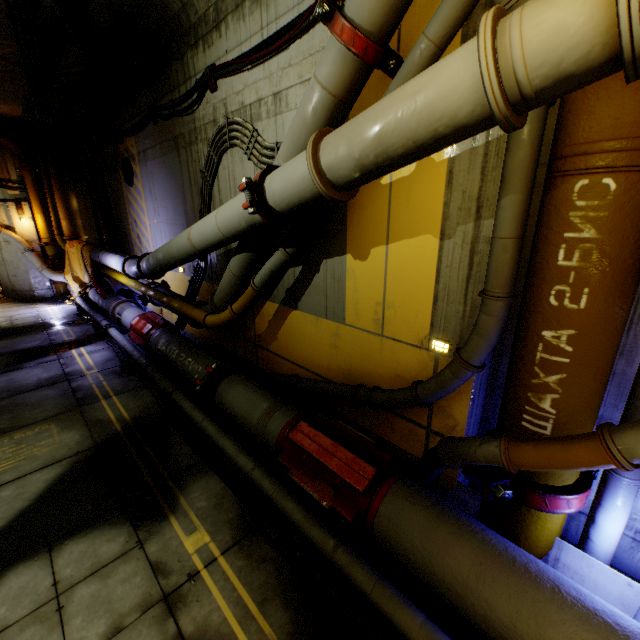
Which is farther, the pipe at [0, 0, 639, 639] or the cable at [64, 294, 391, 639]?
the cable at [64, 294, 391, 639]

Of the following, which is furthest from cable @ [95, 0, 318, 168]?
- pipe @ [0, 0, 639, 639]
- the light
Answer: the light

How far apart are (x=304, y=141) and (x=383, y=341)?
2.6m

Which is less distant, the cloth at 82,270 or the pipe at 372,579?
the pipe at 372,579

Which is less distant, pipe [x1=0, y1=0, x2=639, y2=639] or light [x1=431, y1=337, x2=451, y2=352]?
pipe [x1=0, y1=0, x2=639, y2=639]

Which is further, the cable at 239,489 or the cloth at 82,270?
the cloth at 82,270

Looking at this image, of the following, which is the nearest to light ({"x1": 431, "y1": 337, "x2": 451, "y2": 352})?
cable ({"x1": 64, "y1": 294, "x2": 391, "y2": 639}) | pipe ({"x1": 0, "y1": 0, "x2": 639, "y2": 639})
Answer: pipe ({"x1": 0, "y1": 0, "x2": 639, "y2": 639})

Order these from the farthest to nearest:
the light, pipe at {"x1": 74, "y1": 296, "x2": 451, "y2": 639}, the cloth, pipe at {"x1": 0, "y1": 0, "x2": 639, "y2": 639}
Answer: the cloth, the light, pipe at {"x1": 74, "y1": 296, "x2": 451, "y2": 639}, pipe at {"x1": 0, "y1": 0, "x2": 639, "y2": 639}
